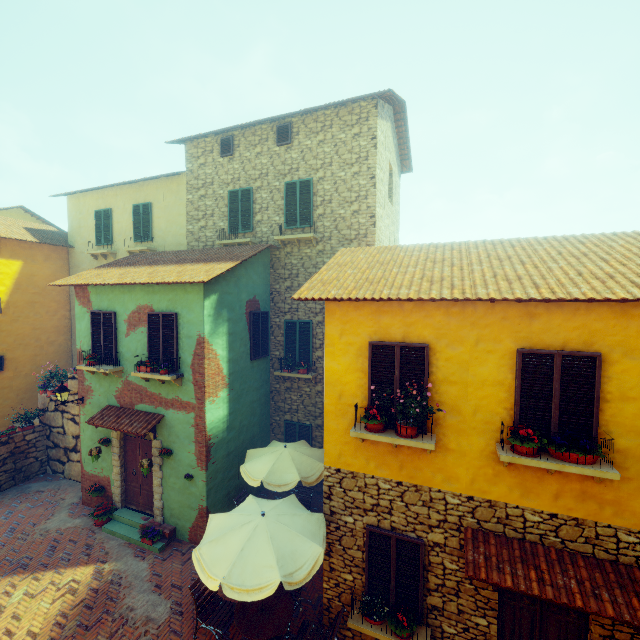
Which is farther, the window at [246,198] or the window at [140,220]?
the window at [140,220]

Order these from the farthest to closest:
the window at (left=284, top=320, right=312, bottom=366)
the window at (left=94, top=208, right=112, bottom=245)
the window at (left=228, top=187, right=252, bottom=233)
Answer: the window at (left=94, top=208, right=112, bottom=245) → the window at (left=228, top=187, right=252, bottom=233) → the window at (left=284, top=320, right=312, bottom=366)

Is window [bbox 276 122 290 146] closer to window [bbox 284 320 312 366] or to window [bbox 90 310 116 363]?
window [bbox 284 320 312 366]

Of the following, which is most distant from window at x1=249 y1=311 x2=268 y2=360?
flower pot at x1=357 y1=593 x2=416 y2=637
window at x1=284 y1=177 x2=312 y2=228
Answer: flower pot at x1=357 y1=593 x2=416 y2=637

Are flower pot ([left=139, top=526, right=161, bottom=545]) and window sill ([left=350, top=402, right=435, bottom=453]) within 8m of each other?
yes

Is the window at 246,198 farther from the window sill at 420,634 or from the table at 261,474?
the window sill at 420,634

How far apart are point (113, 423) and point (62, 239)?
12.2m

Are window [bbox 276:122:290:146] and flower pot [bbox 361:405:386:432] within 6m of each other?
no
